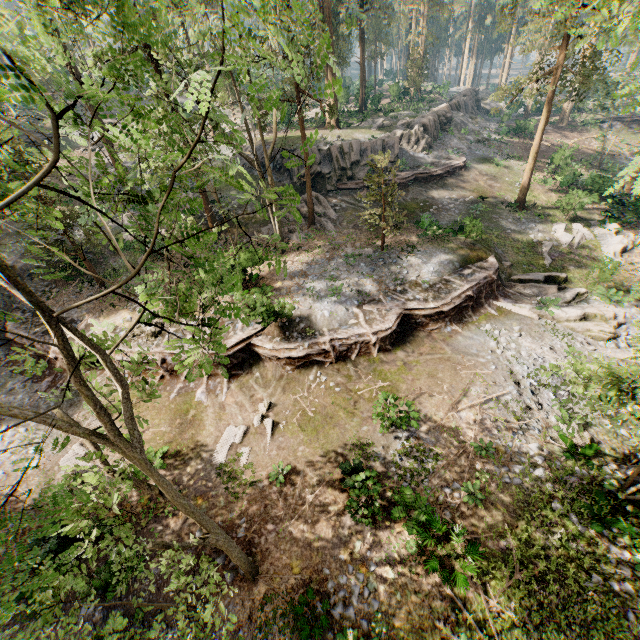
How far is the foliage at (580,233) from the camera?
24.53m

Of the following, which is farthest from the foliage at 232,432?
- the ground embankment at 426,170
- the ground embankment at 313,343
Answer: the ground embankment at 426,170

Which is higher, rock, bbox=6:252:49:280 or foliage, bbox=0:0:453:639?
foliage, bbox=0:0:453:639

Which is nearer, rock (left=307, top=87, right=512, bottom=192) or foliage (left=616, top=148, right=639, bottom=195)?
foliage (left=616, top=148, right=639, bottom=195)

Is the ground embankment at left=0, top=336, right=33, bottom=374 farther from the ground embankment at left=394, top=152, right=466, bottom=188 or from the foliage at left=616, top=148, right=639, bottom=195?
the ground embankment at left=394, top=152, right=466, bottom=188

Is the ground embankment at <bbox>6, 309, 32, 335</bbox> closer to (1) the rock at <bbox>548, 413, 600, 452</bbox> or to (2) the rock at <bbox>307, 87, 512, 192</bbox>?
(1) the rock at <bbox>548, 413, 600, 452</bbox>

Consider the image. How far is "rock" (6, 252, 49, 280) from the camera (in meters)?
22.17

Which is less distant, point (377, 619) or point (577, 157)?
point (377, 619)
